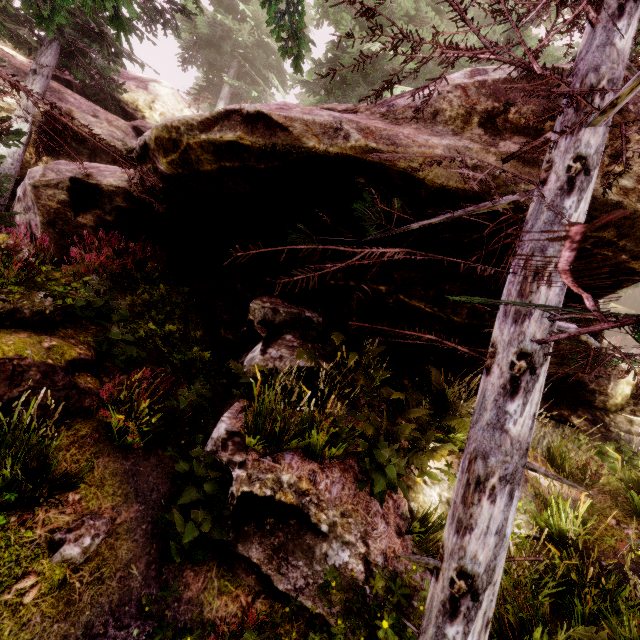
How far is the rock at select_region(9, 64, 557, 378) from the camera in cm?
373

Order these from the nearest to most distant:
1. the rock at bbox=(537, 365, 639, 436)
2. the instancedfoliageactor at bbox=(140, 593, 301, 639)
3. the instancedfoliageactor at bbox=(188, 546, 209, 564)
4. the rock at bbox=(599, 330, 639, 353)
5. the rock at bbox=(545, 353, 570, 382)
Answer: the instancedfoliageactor at bbox=(140, 593, 301, 639), the instancedfoliageactor at bbox=(188, 546, 209, 564), the rock at bbox=(545, 353, 570, 382), the rock at bbox=(537, 365, 639, 436), the rock at bbox=(599, 330, 639, 353)

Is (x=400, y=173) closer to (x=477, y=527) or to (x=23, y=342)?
(x=477, y=527)

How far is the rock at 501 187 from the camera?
3.53m

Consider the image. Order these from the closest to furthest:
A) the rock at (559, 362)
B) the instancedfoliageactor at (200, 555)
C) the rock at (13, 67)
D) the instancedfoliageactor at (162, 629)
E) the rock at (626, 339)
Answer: the instancedfoliageactor at (162, 629) < the instancedfoliageactor at (200, 555) < the rock at (559, 362) < the rock at (13, 67) < the rock at (626, 339)

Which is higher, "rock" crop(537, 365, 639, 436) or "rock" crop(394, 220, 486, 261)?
"rock" crop(394, 220, 486, 261)
